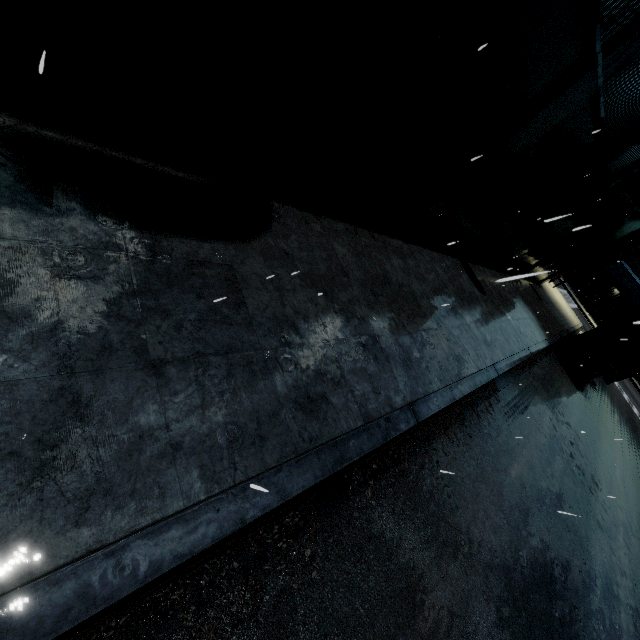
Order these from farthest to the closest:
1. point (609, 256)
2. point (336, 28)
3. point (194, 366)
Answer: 1. point (609, 256)
2. point (336, 28)
3. point (194, 366)

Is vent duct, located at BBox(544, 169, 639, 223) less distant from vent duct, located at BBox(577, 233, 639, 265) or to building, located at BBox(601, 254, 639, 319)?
building, located at BBox(601, 254, 639, 319)

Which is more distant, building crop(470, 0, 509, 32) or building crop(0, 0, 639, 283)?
building crop(470, 0, 509, 32)

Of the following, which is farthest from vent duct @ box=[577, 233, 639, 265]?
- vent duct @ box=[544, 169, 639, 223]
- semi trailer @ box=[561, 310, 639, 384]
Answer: vent duct @ box=[544, 169, 639, 223]

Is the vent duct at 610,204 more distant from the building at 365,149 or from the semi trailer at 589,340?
the semi trailer at 589,340

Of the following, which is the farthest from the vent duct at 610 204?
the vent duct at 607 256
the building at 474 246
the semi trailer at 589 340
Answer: the vent duct at 607 256

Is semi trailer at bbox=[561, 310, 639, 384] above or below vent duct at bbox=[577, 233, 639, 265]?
below

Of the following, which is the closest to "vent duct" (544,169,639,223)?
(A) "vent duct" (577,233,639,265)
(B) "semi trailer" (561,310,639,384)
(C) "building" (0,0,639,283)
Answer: (C) "building" (0,0,639,283)
